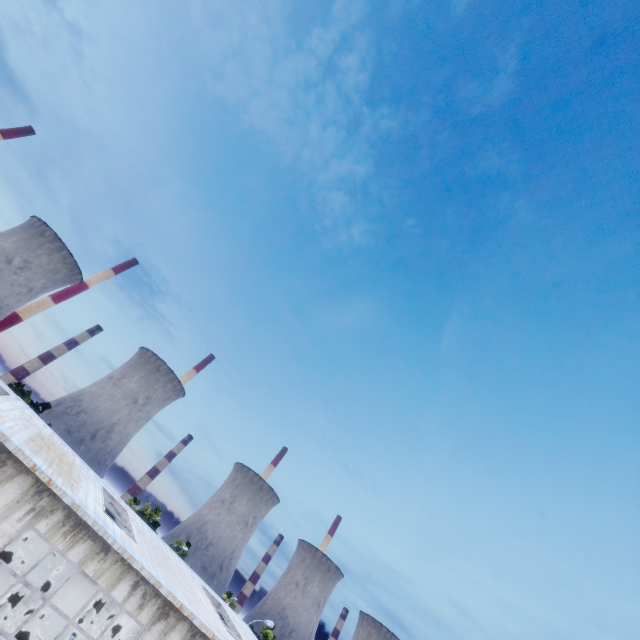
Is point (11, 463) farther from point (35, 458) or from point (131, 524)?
point (131, 524)
